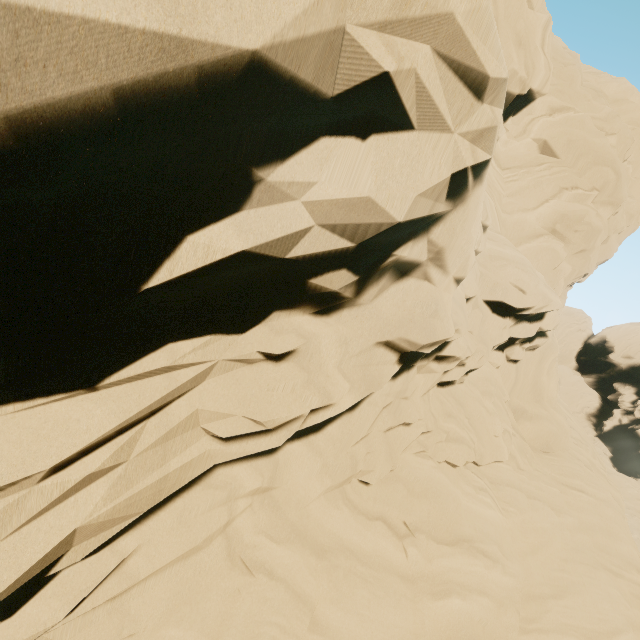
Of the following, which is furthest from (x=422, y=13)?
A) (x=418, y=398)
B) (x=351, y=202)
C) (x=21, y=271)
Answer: (x=418, y=398)
